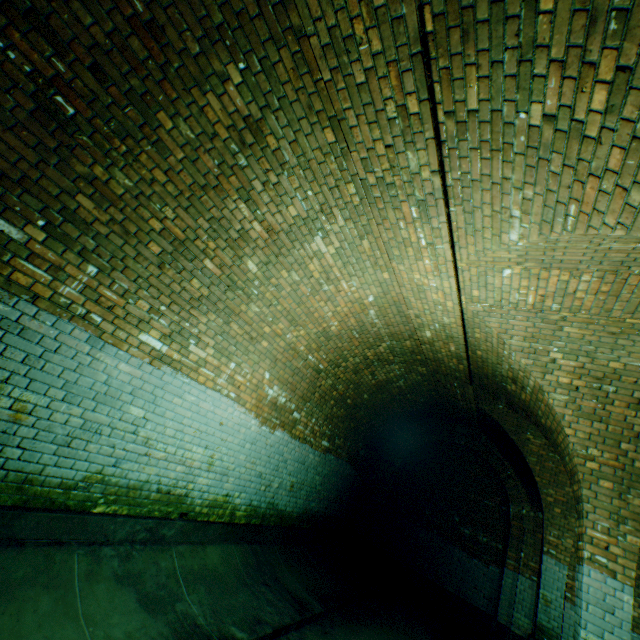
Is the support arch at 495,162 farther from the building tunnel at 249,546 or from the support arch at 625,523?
the support arch at 625,523

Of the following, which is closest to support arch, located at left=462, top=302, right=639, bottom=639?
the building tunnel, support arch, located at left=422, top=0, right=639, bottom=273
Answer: the building tunnel

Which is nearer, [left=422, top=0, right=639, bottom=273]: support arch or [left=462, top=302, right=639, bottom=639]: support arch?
[left=422, top=0, right=639, bottom=273]: support arch

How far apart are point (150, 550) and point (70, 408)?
2.0 meters

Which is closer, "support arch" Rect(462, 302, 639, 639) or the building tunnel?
the building tunnel

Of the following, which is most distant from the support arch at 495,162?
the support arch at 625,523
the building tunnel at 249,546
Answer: the support arch at 625,523

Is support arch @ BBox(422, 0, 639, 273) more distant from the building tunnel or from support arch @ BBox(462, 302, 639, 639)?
support arch @ BBox(462, 302, 639, 639)
